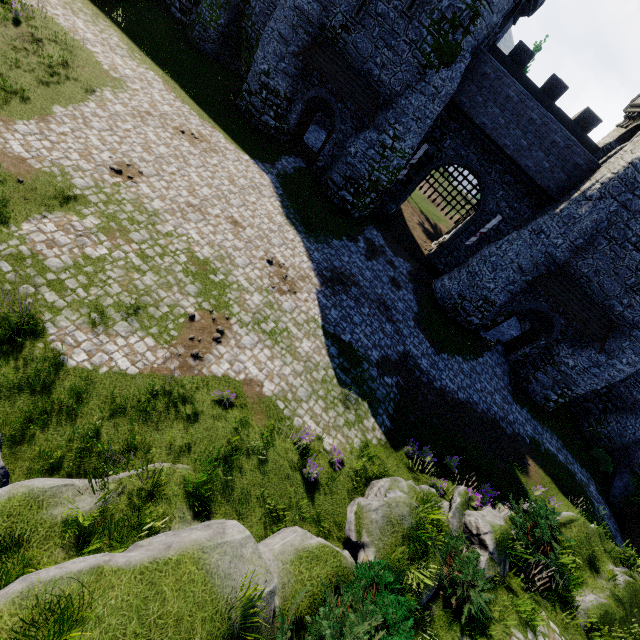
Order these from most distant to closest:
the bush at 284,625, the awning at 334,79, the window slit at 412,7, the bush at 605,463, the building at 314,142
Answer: the building at 314,142 < the bush at 605,463 < the awning at 334,79 < the window slit at 412,7 < the bush at 284,625

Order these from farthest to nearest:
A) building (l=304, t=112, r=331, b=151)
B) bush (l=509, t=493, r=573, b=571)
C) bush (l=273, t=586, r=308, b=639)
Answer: building (l=304, t=112, r=331, b=151), bush (l=509, t=493, r=573, b=571), bush (l=273, t=586, r=308, b=639)

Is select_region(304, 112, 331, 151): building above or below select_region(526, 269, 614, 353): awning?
below

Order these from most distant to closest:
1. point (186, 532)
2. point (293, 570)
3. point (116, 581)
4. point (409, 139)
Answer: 1. point (409, 139)
2. point (293, 570)
3. point (186, 532)
4. point (116, 581)

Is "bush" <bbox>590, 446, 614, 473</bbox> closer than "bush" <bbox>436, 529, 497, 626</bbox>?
No

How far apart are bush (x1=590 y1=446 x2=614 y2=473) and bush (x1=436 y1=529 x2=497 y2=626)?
19.4 meters

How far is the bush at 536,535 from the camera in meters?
10.6

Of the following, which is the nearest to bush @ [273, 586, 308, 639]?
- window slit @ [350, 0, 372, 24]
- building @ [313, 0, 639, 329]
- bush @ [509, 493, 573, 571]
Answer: bush @ [509, 493, 573, 571]
